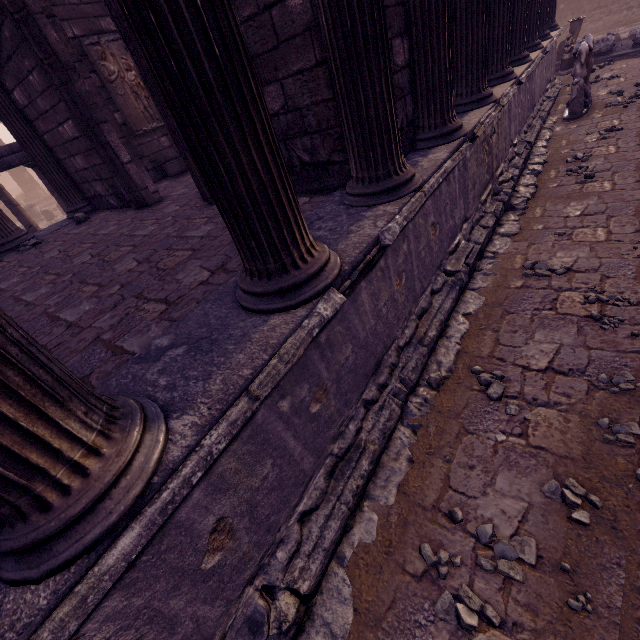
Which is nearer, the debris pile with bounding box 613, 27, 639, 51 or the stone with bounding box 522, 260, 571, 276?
the stone with bounding box 522, 260, 571, 276

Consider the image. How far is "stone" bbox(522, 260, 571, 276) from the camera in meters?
3.6

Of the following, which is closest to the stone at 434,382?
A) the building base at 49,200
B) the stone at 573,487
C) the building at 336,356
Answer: the building at 336,356

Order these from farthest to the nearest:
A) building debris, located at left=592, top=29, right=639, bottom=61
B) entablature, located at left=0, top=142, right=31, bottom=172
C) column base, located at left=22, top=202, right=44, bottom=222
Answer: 1. column base, located at left=22, top=202, right=44, bottom=222
2. building debris, located at left=592, top=29, right=639, bottom=61
3. entablature, located at left=0, top=142, right=31, bottom=172

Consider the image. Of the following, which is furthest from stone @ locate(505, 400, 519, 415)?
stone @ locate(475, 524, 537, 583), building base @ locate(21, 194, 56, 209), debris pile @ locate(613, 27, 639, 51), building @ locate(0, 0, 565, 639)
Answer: building base @ locate(21, 194, 56, 209)

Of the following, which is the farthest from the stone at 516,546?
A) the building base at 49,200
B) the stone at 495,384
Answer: the building base at 49,200

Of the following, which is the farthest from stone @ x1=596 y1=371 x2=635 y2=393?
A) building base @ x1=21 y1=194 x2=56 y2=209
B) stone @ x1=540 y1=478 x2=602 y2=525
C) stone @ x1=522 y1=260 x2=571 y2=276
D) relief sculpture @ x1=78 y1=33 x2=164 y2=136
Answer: building base @ x1=21 y1=194 x2=56 y2=209

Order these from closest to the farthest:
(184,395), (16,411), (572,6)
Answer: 1. (16,411)
2. (184,395)
3. (572,6)
